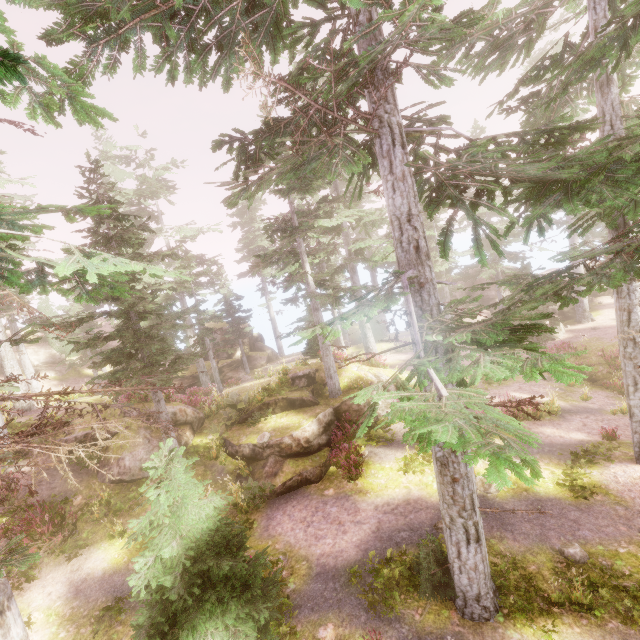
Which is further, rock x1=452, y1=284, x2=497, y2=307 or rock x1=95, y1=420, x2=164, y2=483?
rock x1=452, y1=284, x2=497, y2=307

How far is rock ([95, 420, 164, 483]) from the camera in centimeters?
1366cm

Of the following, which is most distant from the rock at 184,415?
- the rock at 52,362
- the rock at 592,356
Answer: the rock at 592,356

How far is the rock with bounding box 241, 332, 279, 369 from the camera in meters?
37.5

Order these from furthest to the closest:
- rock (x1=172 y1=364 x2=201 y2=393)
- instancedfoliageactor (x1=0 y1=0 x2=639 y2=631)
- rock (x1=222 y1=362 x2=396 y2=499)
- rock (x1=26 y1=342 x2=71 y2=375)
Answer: rock (x1=172 y1=364 x2=201 y2=393), rock (x1=26 y1=342 x2=71 y2=375), rock (x1=222 y1=362 x2=396 y2=499), instancedfoliageactor (x1=0 y1=0 x2=639 y2=631)

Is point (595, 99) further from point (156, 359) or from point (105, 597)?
point (105, 597)

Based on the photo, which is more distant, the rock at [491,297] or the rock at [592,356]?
the rock at [491,297]

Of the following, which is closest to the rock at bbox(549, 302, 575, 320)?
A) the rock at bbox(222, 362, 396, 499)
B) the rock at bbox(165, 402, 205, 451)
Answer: the rock at bbox(222, 362, 396, 499)
